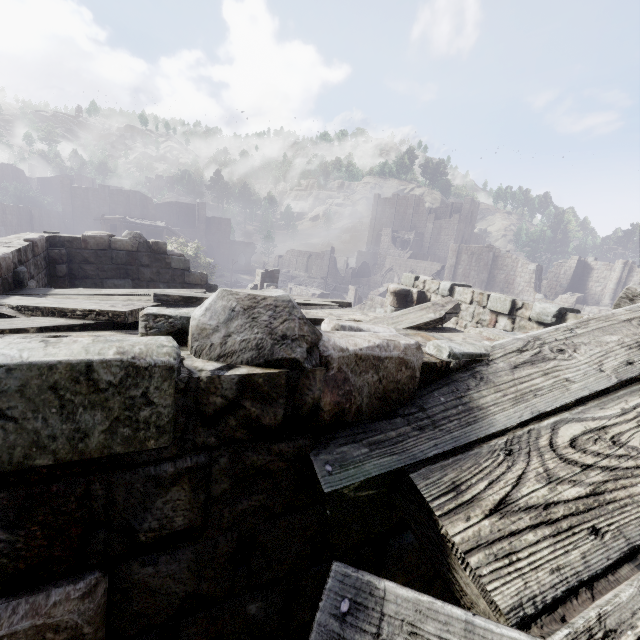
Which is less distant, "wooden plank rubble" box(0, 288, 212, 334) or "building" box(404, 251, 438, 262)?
"wooden plank rubble" box(0, 288, 212, 334)

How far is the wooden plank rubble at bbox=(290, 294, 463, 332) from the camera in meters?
5.0

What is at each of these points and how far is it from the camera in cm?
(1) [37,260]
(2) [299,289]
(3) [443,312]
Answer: (1) building, 730
(2) stone arch, 3716
(3) wooden plank rubble, 509

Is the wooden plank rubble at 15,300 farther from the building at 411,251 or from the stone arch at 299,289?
the building at 411,251

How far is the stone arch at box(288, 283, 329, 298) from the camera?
35.1m

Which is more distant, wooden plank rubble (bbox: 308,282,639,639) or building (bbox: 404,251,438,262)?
building (bbox: 404,251,438,262)

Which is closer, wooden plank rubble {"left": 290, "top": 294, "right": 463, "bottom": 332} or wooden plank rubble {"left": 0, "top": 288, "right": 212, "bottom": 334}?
wooden plank rubble {"left": 0, "top": 288, "right": 212, "bottom": 334}
